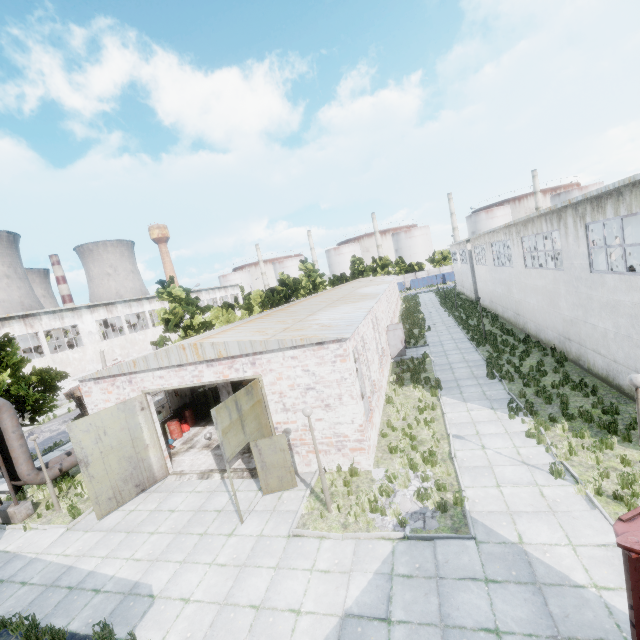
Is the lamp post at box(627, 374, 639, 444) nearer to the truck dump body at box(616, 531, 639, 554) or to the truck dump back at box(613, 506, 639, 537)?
the truck dump back at box(613, 506, 639, 537)

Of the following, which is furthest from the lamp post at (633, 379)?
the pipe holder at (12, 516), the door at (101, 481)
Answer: the pipe holder at (12, 516)

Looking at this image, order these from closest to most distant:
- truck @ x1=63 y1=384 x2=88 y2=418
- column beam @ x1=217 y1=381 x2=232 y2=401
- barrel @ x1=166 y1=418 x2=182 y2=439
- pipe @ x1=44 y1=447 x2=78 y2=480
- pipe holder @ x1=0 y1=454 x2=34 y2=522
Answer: pipe holder @ x1=0 y1=454 x2=34 y2=522
pipe @ x1=44 y1=447 x2=78 y2=480
barrel @ x1=166 y1=418 x2=182 y2=439
column beam @ x1=217 y1=381 x2=232 y2=401
truck @ x1=63 y1=384 x2=88 y2=418

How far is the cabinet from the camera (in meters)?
20.03

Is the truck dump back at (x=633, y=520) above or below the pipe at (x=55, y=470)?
above

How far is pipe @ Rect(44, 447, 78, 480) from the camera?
14.6 meters

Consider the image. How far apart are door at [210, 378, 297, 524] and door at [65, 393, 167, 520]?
5.3m

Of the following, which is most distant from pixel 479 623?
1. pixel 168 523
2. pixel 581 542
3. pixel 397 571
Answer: pixel 168 523
